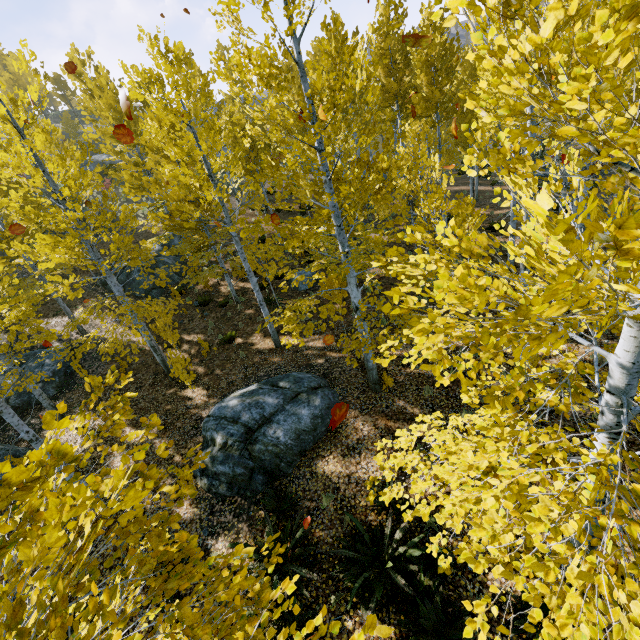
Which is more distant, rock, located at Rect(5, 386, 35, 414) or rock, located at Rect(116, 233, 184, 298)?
rock, located at Rect(116, 233, 184, 298)

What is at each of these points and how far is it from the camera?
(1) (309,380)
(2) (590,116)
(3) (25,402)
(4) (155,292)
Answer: (1) rock, 9.2 meters
(2) instancedfoliageactor, 1.8 meters
(3) rock, 12.9 meters
(4) rock, 18.3 meters

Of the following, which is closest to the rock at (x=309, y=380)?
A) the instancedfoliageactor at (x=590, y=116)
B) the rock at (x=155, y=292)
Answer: Answer: the instancedfoliageactor at (x=590, y=116)

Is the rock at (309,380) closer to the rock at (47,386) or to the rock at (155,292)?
the rock at (47,386)

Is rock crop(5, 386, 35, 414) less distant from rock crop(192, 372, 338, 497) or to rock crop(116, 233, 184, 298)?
rock crop(116, 233, 184, 298)

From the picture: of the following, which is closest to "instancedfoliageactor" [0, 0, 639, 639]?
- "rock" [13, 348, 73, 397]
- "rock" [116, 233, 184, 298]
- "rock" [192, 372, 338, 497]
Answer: "rock" [116, 233, 184, 298]

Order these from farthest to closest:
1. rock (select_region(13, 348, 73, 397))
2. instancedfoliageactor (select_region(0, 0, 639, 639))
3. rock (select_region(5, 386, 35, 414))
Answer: rock (select_region(13, 348, 73, 397))
rock (select_region(5, 386, 35, 414))
instancedfoliageactor (select_region(0, 0, 639, 639))

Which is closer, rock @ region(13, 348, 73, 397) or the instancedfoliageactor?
the instancedfoliageactor
